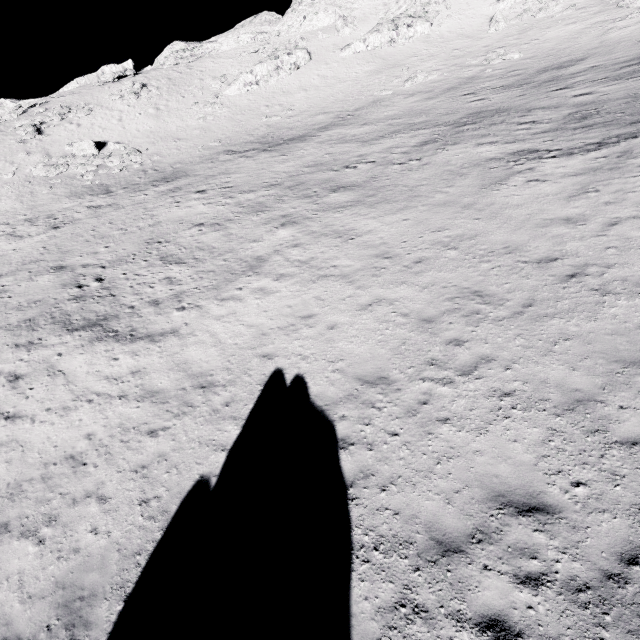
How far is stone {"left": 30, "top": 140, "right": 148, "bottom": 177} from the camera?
31.5m

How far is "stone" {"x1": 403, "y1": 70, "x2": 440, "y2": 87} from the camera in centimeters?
3331cm

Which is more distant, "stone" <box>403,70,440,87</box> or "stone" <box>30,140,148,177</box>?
"stone" <box>403,70,440,87</box>

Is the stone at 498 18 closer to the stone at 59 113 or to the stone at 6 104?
the stone at 6 104

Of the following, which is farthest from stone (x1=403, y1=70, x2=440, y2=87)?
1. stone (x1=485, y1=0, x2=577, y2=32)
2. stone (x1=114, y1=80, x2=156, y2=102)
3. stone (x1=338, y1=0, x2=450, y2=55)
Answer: stone (x1=114, y1=80, x2=156, y2=102)

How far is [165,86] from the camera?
42.4 meters

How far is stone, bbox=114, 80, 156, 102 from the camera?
40.2m

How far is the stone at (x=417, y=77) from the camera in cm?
3331
